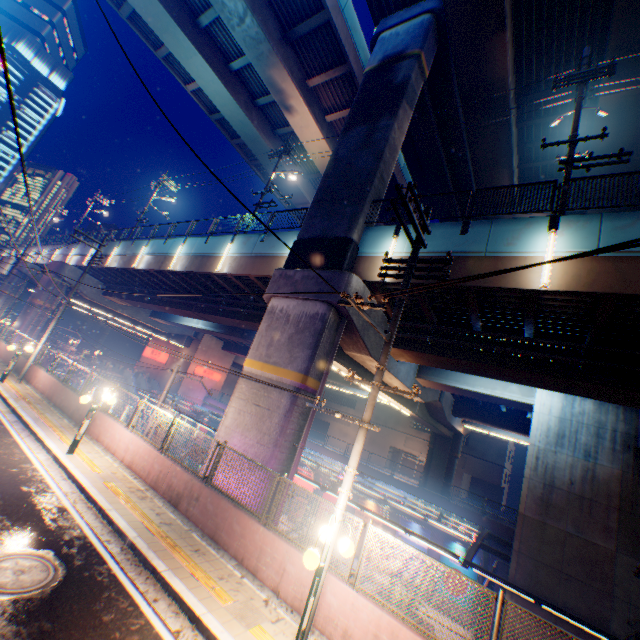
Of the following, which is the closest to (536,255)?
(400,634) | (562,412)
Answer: (562,412)

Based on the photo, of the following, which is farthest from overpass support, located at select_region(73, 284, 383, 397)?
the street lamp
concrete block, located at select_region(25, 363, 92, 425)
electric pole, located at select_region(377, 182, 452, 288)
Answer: the street lamp

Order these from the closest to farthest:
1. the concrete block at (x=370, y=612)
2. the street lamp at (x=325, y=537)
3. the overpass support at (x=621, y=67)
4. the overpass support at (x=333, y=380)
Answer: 1. the street lamp at (x=325, y=537)
2. the concrete block at (x=370, y=612)
3. the overpass support at (x=621, y=67)
4. the overpass support at (x=333, y=380)

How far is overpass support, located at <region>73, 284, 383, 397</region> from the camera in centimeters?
1175cm

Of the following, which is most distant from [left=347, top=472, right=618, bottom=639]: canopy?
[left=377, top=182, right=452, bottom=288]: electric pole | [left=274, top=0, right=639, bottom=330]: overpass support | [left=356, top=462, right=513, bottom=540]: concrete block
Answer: [left=377, top=182, right=452, bottom=288]: electric pole

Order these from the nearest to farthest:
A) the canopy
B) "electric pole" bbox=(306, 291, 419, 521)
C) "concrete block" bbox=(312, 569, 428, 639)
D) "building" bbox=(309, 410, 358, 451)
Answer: "concrete block" bbox=(312, 569, 428, 639) → "electric pole" bbox=(306, 291, 419, 521) → the canopy → "building" bbox=(309, 410, 358, 451)

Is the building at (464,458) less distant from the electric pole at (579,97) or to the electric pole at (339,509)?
the electric pole at (579,97)

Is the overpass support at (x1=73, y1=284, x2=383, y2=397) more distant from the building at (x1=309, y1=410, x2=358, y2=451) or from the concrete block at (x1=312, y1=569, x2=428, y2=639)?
the building at (x1=309, y1=410, x2=358, y2=451)
